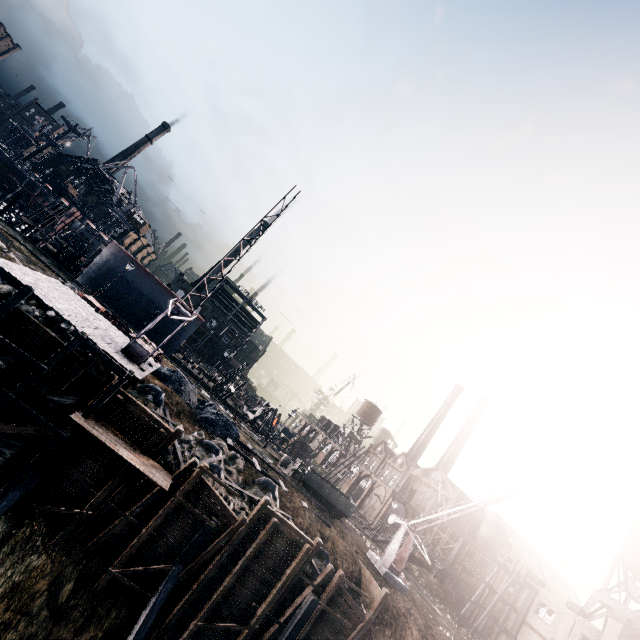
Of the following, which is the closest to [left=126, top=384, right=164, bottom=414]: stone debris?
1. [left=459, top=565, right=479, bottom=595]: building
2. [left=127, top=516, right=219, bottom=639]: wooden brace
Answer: [left=127, top=516, right=219, bottom=639]: wooden brace

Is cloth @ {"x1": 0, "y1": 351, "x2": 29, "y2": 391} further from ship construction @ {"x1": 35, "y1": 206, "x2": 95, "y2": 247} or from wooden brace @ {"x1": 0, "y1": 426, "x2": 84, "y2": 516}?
ship construction @ {"x1": 35, "y1": 206, "x2": 95, "y2": 247}

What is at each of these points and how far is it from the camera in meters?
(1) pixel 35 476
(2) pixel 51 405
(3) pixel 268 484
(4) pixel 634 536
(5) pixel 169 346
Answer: (1) wooden brace, 15.3
(2) cloth, 15.8
(3) stone debris, 24.2
(4) water tower, 45.4
(5) ship construction, 44.2

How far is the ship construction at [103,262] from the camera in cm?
4184

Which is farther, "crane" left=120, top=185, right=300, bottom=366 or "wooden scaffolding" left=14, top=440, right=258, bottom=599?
"crane" left=120, top=185, right=300, bottom=366

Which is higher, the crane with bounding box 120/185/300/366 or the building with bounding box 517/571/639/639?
the building with bounding box 517/571/639/639

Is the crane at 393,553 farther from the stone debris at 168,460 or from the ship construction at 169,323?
the ship construction at 169,323

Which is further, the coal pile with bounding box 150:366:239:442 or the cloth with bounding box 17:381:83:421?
the coal pile with bounding box 150:366:239:442
